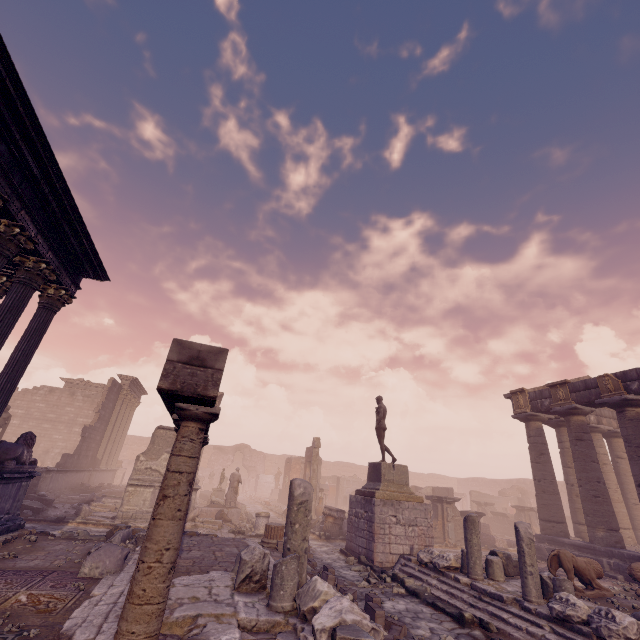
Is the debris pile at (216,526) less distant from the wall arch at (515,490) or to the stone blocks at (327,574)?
the stone blocks at (327,574)

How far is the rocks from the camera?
8.6 meters

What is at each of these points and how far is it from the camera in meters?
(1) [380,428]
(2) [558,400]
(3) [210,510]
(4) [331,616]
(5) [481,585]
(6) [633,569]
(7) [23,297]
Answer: (1) sculpture, 13.7 m
(2) relief sculpture, 15.3 m
(3) building debris, 15.5 m
(4) building debris, 3.8 m
(5) building debris, 7.8 m
(6) sculpture, 9.7 m
(7) building, 7.8 m

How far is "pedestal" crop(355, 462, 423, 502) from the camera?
11.91m

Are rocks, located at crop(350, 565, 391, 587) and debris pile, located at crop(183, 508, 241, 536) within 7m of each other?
yes

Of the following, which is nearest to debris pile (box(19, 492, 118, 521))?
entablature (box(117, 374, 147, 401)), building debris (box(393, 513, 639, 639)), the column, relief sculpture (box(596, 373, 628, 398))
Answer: entablature (box(117, 374, 147, 401))

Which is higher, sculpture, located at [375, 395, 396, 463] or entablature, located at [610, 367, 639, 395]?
entablature, located at [610, 367, 639, 395]

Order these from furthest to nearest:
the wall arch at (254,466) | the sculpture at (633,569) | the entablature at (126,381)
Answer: the wall arch at (254,466) < the entablature at (126,381) < the sculpture at (633,569)
